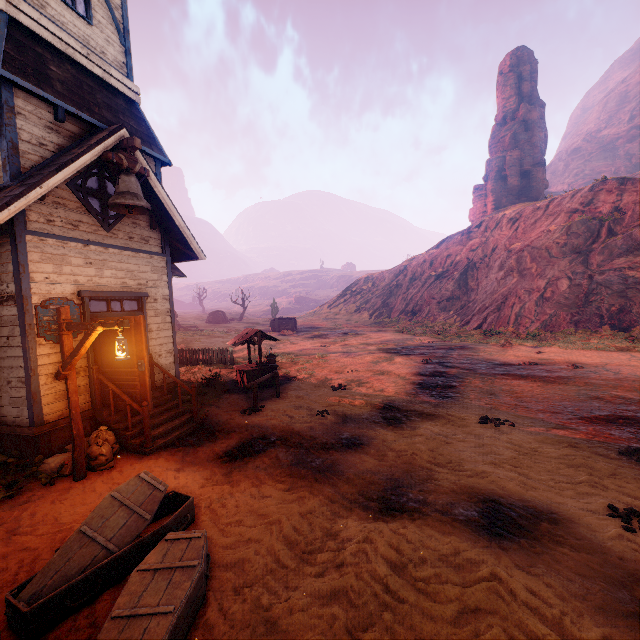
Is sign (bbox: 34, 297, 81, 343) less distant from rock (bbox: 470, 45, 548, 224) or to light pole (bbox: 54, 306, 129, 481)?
light pole (bbox: 54, 306, 129, 481)

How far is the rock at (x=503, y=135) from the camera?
51.22m

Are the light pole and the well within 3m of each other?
no

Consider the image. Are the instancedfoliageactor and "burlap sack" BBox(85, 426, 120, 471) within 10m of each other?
no

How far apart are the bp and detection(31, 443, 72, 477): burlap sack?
0.5m

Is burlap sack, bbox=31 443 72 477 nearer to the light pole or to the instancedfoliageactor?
the light pole

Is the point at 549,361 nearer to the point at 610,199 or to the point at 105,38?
the point at 105,38

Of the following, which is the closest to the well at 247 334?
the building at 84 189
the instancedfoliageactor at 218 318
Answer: the building at 84 189
